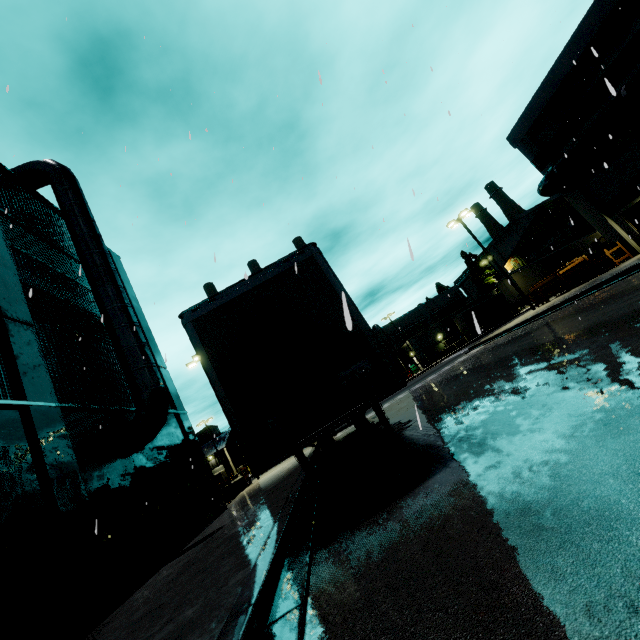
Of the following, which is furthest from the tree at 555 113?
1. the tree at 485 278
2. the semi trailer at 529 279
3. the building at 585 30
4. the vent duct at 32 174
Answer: the tree at 485 278

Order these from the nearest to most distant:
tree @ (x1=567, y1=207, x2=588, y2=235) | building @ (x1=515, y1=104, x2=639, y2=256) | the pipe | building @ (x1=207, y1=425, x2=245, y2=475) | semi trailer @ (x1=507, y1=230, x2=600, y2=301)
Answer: the pipe
building @ (x1=515, y1=104, x2=639, y2=256)
semi trailer @ (x1=507, y1=230, x2=600, y2=301)
tree @ (x1=567, y1=207, x2=588, y2=235)
building @ (x1=207, y1=425, x2=245, y2=475)

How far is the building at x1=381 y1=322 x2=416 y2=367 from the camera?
52.7 meters

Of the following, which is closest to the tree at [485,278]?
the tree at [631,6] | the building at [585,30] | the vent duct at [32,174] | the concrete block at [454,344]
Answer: the building at [585,30]

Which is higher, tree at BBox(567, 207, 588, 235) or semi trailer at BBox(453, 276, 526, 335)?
tree at BBox(567, 207, 588, 235)

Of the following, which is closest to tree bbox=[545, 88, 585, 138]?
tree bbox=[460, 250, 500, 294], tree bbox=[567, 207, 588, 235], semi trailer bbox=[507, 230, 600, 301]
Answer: semi trailer bbox=[507, 230, 600, 301]

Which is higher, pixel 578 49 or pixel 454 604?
pixel 578 49
